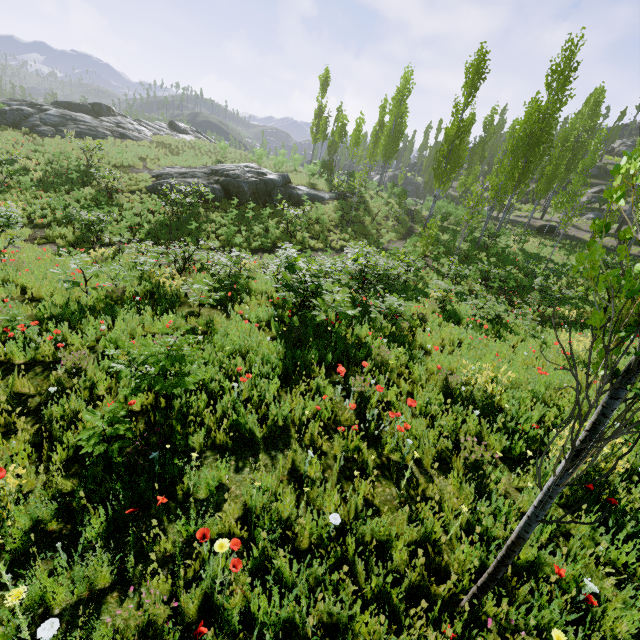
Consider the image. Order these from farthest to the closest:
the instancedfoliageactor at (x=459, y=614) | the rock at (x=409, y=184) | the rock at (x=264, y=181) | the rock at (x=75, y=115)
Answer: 1. the rock at (x=409, y=184)
2. the rock at (x=75, y=115)
3. the rock at (x=264, y=181)
4. the instancedfoliageactor at (x=459, y=614)

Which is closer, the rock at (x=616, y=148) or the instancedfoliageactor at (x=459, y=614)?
the instancedfoliageactor at (x=459, y=614)

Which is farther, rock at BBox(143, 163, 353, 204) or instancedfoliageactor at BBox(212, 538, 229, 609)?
rock at BBox(143, 163, 353, 204)

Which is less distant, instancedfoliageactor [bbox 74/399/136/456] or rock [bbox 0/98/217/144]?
instancedfoliageactor [bbox 74/399/136/456]

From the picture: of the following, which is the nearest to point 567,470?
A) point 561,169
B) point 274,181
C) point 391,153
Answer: point 274,181

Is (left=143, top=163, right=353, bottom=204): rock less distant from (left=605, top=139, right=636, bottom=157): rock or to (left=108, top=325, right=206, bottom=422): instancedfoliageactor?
(left=108, top=325, right=206, bottom=422): instancedfoliageactor

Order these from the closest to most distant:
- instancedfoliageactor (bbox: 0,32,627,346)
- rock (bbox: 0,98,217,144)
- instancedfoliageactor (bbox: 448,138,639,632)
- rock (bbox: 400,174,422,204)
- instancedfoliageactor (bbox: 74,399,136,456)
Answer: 1. instancedfoliageactor (bbox: 448,138,639,632)
2. instancedfoliageactor (bbox: 74,399,136,456)
3. instancedfoliageactor (bbox: 0,32,627,346)
4. rock (bbox: 0,98,217,144)
5. rock (bbox: 400,174,422,204)

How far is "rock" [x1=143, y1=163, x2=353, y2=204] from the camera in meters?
20.9
